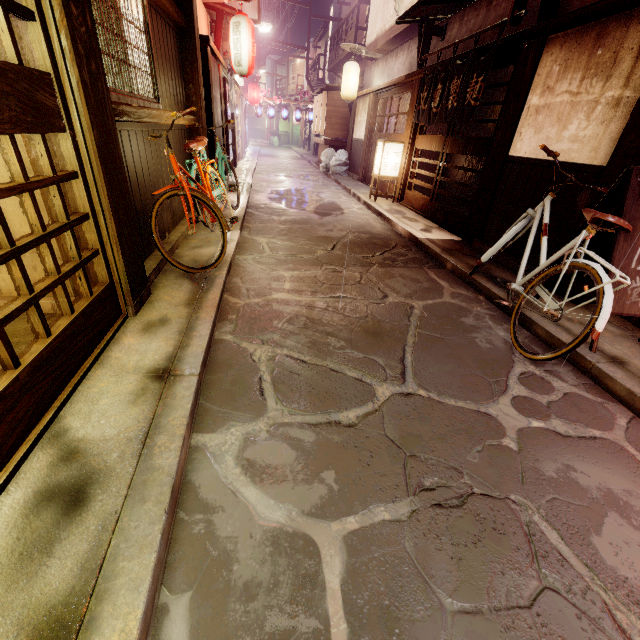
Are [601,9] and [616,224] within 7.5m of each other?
yes

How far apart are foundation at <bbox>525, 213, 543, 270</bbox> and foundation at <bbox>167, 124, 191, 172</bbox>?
8.6 meters

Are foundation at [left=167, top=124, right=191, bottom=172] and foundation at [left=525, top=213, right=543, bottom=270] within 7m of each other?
no

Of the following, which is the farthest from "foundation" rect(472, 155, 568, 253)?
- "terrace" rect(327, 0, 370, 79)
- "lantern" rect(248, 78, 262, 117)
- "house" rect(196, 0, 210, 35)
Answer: "lantern" rect(248, 78, 262, 117)

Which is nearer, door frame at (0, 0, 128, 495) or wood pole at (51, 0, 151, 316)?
door frame at (0, 0, 128, 495)

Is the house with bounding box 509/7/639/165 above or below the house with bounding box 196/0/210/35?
below

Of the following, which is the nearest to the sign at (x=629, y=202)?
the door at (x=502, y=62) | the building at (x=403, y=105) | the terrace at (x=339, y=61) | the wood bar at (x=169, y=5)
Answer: the door at (x=502, y=62)

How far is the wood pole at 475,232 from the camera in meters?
8.1
